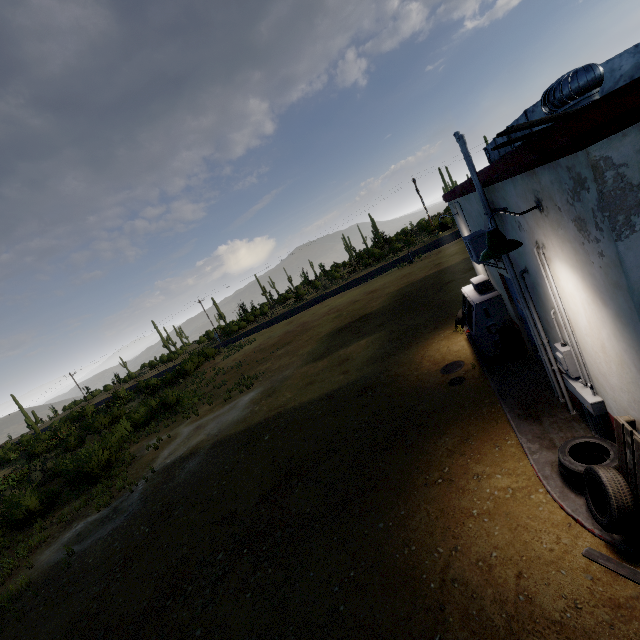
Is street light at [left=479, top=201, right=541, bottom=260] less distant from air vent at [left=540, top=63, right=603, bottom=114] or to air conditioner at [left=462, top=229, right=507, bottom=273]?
air vent at [left=540, top=63, right=603, bottom=114]

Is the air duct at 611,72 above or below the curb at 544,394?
above

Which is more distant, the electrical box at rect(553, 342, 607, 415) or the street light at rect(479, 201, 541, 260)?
the electrical box at rect(553, 342, 607, 415)

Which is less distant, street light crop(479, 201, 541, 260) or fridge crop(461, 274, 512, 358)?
street light crop(479, 201, 541, 260)

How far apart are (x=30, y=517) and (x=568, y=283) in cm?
2211

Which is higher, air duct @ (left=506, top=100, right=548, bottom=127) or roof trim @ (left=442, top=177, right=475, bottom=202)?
air duct @ (left=506, top=100, right=548, bottom=127)

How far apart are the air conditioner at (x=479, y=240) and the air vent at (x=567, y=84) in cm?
200

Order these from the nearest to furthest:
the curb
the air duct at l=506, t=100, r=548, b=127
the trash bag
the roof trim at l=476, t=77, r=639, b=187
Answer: the roof trim at l=476, t=77, r=639, b=187 < the curb < the air duct at l=506, t=100, r=548, b=127 < the trash bag
